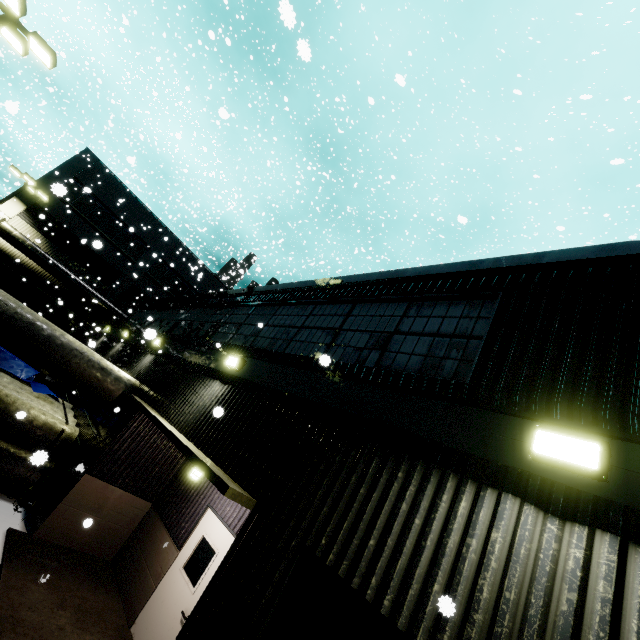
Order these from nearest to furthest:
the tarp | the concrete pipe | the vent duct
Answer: the concrete pipe < the tarp < the vent duct

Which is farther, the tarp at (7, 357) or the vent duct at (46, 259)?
the vent duct at (46, 259)

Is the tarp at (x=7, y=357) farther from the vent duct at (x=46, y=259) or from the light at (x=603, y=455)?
the light at (x=603, y=455)

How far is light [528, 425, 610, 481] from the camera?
2.37m

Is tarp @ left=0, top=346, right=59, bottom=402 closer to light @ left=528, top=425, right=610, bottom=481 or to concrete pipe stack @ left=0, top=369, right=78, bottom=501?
concrete pipe stack @ left=0, top=369, right=78, bottom=501

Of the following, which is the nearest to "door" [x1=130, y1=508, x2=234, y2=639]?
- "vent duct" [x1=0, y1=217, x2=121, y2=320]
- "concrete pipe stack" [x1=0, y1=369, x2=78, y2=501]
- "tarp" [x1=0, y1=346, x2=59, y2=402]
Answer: "concrete pipe stack" [x1=0, y1=369, x2=78, y2=501]

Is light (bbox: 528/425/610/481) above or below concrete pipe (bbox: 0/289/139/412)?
above

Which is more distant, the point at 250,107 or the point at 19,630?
the point at 250,107
